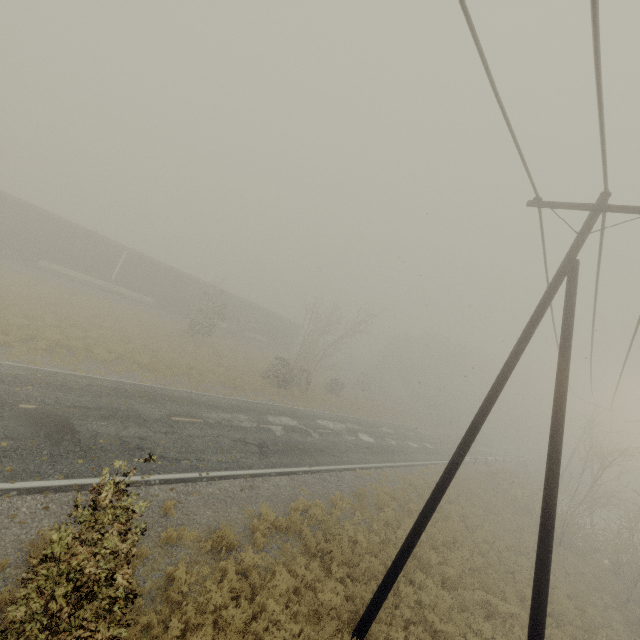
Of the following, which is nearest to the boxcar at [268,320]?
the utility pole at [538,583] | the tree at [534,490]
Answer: the tree at [534,490]

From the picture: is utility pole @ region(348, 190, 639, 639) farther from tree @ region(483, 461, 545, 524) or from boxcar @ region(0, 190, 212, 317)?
boxcar @ region(0, 190, 212, 317)

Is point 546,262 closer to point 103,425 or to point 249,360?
point 103,425

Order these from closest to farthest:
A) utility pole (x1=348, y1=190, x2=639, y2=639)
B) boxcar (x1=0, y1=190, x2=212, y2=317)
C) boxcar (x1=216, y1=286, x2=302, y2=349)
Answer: utility pole (x1=348, y1=190, x2=639, y2=639)
boxcar (x1=0, y1=190, x2=212, y2=317)
boxcar (x1=216, y1=286, x2=302, y2=349)

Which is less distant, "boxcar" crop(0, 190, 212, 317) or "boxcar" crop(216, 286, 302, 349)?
"boxcar" crop(0, 190, 212, 317)

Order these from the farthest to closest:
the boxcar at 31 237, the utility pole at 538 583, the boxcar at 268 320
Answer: the boxcar at 268 320
the boxcar at 31 237
the utility pole at 538 583
